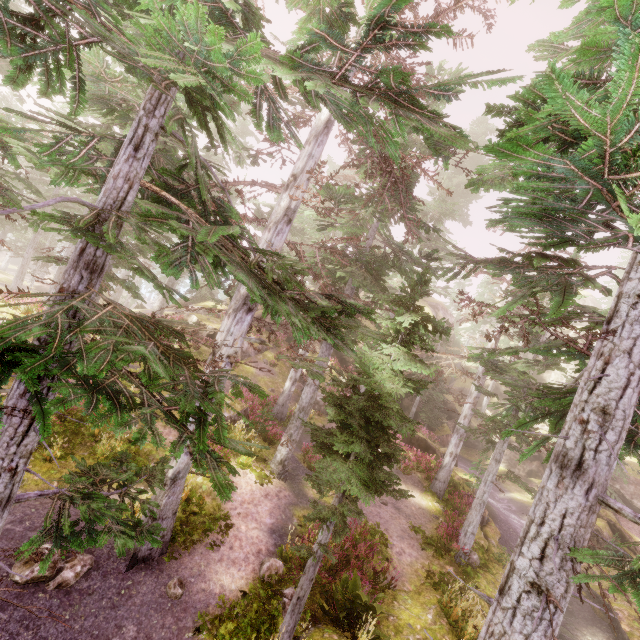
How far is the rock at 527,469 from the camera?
32.41m

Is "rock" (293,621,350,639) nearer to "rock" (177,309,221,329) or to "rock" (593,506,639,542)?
"rock" (177,309,221,329)

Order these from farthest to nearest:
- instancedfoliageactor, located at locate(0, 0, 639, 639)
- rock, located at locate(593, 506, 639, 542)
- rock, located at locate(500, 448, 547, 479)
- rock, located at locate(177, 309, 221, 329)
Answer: rock, located at locate(500, 448, 547, 479) → rock, located at locate(177, 309, 221, 329) → rock, located at locate(593, 506, 639, 542) → instancedfoliageactor, located at locate(0, 0, 639, 639)

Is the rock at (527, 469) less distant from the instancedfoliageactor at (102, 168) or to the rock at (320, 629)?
the instancedfoliageactor at (102, 168)

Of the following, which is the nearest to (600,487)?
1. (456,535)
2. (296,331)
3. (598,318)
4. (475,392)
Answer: (296,331)

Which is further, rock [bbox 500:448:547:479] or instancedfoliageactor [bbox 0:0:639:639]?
rock [bbox 500:448:547:479]

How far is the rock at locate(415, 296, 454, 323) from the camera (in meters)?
37.41

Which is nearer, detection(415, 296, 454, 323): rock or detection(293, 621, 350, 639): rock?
detection(293, 621, 350, 639): rock
